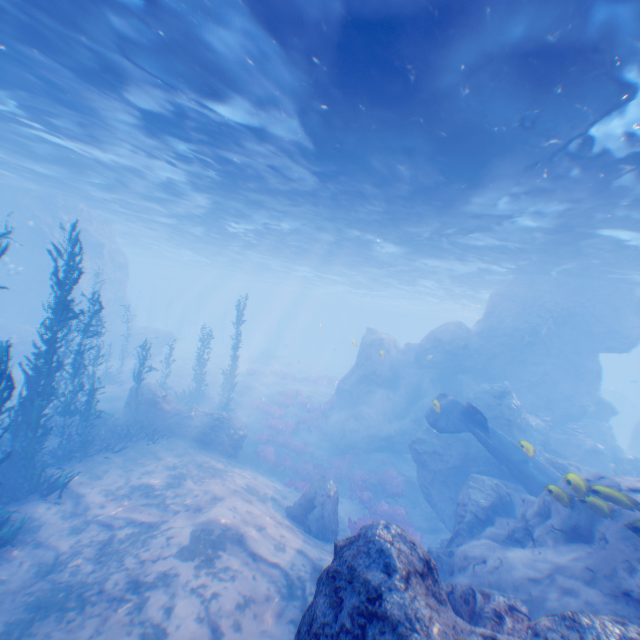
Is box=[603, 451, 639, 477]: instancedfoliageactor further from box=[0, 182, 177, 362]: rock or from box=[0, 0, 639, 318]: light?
box=[0, 0, 639, 318]: light

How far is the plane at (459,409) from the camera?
12.7 meters

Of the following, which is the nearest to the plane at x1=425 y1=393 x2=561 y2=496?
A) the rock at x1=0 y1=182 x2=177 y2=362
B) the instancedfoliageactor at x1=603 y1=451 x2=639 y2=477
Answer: the rock at x1=0 y1=182 x2=177 y2=362

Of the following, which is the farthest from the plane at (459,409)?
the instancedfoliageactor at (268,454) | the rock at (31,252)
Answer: the instancedfoliageactor at (268,454)

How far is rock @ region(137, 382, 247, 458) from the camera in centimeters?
1638cm

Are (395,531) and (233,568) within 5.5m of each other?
yes

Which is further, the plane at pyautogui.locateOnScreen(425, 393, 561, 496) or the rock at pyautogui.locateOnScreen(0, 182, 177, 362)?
the rock at pyautogui.locateOnScreen(0, 182, 177, 362)

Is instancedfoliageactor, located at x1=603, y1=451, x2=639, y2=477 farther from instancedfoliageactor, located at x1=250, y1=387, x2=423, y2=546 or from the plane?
instancedfoliageactor, located at x1=250, y1=387, x2=423, y2=546
